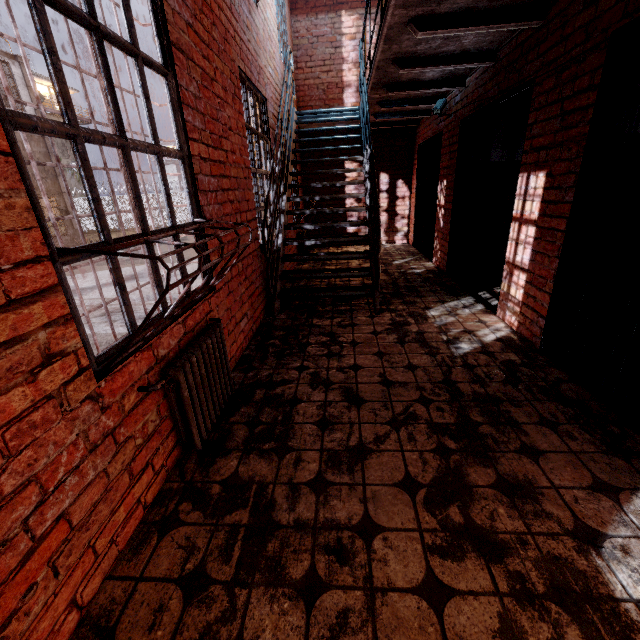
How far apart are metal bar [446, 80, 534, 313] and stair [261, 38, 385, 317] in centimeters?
138cm

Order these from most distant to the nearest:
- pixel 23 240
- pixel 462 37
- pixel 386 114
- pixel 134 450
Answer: pixel 386 114 → pixel 462 37 → pixel 134 450 → pixel 23 240

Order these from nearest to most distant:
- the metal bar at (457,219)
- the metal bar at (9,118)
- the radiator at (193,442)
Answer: the metal bar at (9,118) → the radiator at (193,442) → the metal bar at (457,219)

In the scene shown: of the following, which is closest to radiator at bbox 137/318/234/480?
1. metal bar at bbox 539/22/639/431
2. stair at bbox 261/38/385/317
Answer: stair at bbox 261/38/385/317

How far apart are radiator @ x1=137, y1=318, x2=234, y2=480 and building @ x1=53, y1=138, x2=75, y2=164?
43.9 meters

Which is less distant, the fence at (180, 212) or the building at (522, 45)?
the building at (522, 45)

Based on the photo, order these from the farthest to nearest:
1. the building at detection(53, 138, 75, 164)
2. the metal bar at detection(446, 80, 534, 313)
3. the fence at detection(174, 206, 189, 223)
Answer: the building at detection(53, 138, 75, 164) → the fence at detection(174, 206, 189, 223) → the metal bar at detection(446, 80, 534, 313)

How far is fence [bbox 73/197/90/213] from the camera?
27.6 meters
